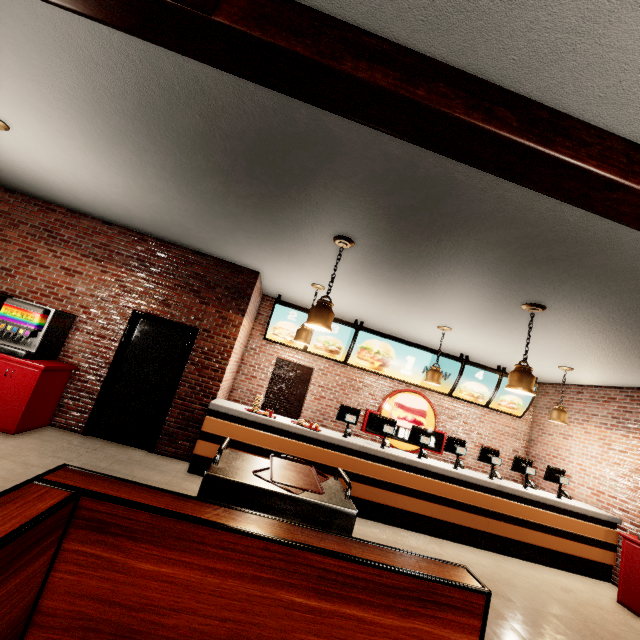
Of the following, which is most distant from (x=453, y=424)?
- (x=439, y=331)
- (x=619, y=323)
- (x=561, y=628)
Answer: (x=619, y=323)
